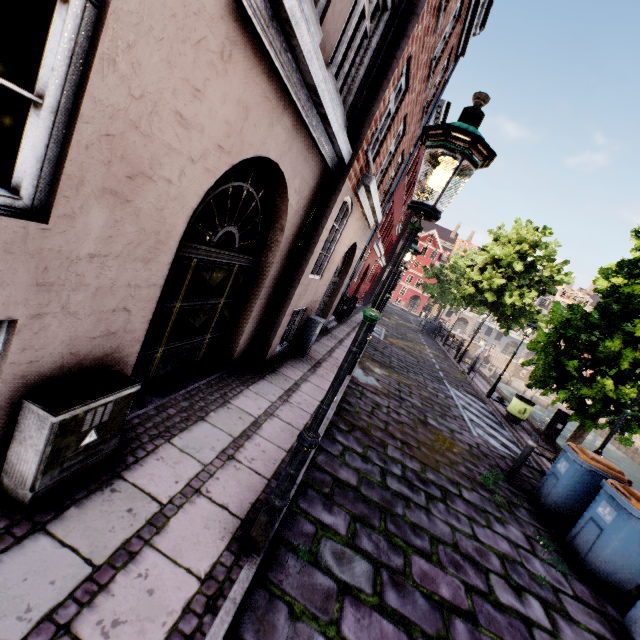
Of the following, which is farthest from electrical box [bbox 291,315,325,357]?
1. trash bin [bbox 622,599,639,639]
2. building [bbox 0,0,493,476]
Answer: trash bin [bbox 622,599,639,639]

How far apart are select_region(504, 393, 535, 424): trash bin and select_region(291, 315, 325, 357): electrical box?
8.4 meters

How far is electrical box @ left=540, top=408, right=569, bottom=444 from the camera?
11.2 meters

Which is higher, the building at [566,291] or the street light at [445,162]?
the building at [566,291]

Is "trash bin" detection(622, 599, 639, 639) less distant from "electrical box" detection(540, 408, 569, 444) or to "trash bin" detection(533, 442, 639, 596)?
"trash bin" detection(533, 442, 639, 596)

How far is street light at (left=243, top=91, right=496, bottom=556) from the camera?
2.1 meters

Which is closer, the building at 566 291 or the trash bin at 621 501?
the trash bin at 621 501

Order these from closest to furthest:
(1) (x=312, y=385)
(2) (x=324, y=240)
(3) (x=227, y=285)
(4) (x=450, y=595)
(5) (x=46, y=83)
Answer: (5) (x=46, y=83) → (4) (x=450, y=595) → (3) (x=227, y=285) → (2) (x=324, y=240) → (1) (x=312, y=385)
